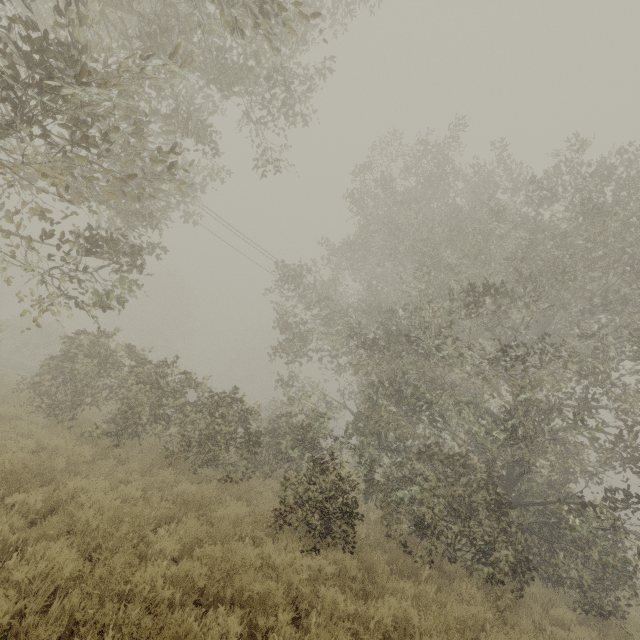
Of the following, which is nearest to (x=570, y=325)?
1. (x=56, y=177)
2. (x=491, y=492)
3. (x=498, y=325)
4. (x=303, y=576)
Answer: (x=498, y=325)
